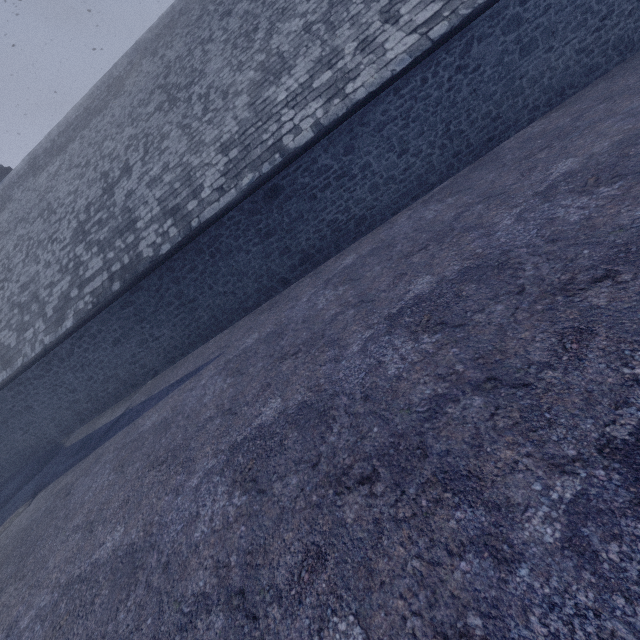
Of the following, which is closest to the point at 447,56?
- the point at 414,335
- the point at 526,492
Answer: the point at 414,335
